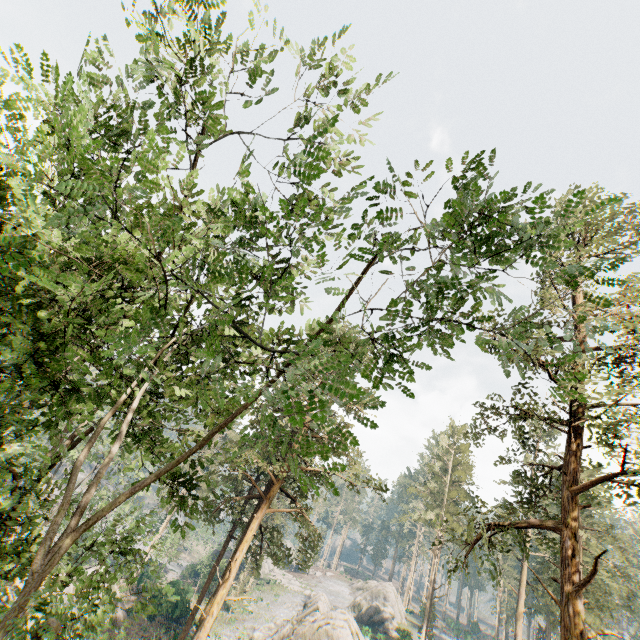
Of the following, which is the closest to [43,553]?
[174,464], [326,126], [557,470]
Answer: [174,464]

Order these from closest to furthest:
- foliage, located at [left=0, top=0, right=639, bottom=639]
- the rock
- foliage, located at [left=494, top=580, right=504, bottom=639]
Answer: foliage, located at [left=0, top=0, right=639, bottom=639] → foliage, located at [left=494, top=580, right=504, bottom=639] → the rock

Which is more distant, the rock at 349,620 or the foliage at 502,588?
the rock at 349,620

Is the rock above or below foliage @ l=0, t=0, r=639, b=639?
below

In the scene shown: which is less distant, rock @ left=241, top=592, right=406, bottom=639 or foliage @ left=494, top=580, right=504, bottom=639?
foliage @ left=494, top=580, right=504, bottom=639

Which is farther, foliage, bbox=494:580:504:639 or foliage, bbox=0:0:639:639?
foliage, bbox=494:580:504:639

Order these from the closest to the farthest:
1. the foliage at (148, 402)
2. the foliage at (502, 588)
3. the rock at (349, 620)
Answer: the foliage at (148, 402), the foliage at (502, 588), the rock at (349, 620)
